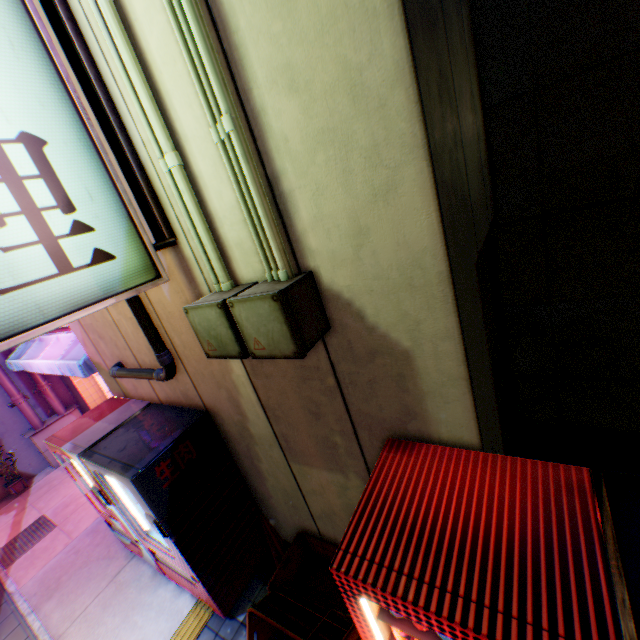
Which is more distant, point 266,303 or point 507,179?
point 507,179

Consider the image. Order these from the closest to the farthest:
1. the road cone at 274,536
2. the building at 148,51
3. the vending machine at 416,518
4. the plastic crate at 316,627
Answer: the vending machine at 416,518 → the building at 148,51 → the plastic crate at 316,627 → the road cone at 274,536

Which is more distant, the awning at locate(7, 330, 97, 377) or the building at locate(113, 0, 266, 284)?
the awning at locate(7, 330, 97, 377)

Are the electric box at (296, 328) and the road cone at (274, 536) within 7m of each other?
yes

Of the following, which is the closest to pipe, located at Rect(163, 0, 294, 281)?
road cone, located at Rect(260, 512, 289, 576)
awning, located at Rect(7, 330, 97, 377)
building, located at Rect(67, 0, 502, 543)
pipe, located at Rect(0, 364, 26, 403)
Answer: building, located at Rect(67, 0, 502, 543)

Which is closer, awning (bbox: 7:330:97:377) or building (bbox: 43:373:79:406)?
awning (bbox: 7:330:97:377)

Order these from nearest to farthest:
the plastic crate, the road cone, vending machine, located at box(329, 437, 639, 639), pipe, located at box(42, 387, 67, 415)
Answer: vending machine, located at box(329, 437, 639, 639), the plastic crate, the road cone, pipe, located at box(42, 387, 67, 415)

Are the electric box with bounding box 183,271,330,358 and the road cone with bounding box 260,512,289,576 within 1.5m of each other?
no
